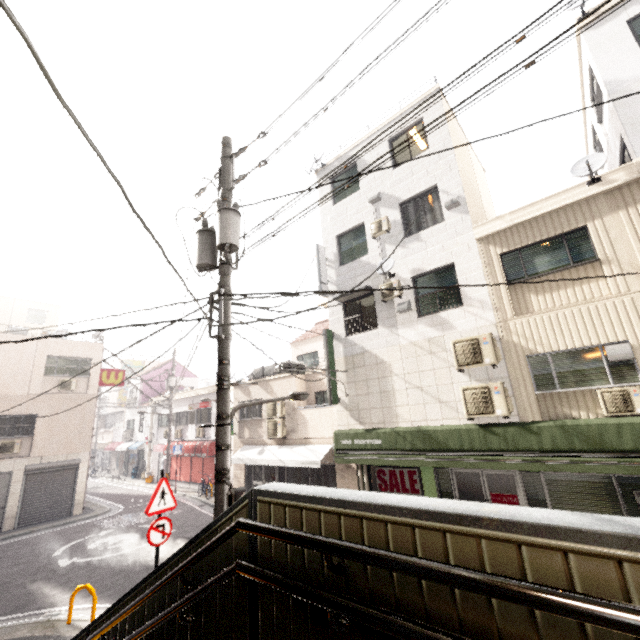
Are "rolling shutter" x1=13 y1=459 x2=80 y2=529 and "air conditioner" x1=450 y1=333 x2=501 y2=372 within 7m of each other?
no

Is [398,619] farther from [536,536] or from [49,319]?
[49,319]

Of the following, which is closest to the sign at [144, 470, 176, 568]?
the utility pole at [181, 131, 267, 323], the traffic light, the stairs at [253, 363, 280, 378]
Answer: the utility pole at [181, 131, 267, 323]

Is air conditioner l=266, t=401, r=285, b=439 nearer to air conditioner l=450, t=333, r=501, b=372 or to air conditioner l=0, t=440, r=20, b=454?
air conditioner l=450, t=333, r=501, b=372

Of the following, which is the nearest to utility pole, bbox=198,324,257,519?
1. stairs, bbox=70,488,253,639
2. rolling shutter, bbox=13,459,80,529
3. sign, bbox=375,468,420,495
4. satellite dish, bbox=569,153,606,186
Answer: stairs, bbox=70,488,253,639

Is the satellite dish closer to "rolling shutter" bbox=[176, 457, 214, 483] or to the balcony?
the balcony

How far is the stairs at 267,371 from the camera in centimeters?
1667cm

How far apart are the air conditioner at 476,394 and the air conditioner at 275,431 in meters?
8.4
